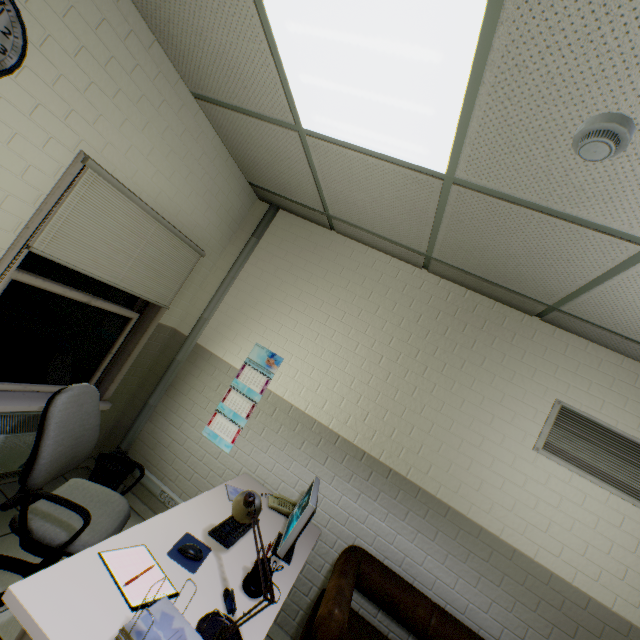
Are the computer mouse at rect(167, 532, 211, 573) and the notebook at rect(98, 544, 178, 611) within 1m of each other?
yes

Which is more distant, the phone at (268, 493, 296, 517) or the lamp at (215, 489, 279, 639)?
the phone at (268, 493, 296, 517)

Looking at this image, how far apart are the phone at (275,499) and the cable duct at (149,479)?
0.8 meters

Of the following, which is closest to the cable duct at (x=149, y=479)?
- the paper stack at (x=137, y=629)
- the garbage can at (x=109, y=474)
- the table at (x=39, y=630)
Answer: the garbage can at (x=109, y=474)

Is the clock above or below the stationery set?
above

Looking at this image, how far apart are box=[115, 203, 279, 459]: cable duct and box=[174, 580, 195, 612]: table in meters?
0.6

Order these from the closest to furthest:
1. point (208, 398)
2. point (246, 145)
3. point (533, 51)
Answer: point (533, 51)
point (246, 145)
point (208, 398)

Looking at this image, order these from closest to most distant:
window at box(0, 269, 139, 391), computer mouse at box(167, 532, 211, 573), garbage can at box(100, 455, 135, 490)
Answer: computer mouse at box(167, 532, 211, 573), window at box(0, 269, 139, 391), garbage can at box(100, 455, 135, 490)
